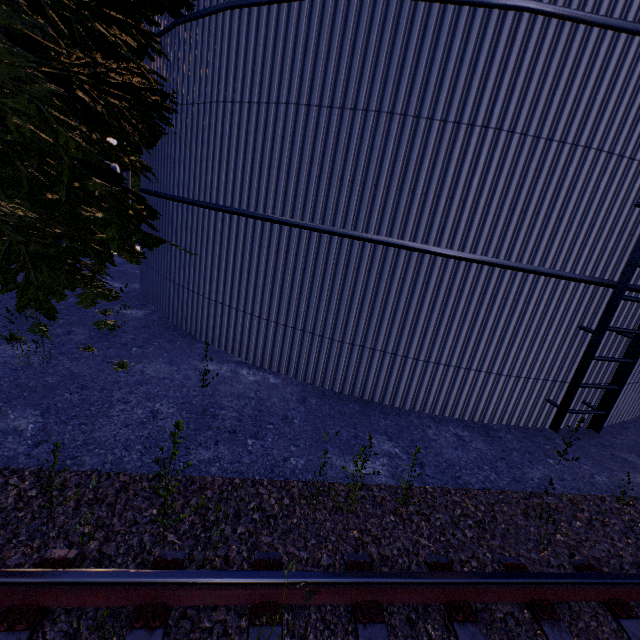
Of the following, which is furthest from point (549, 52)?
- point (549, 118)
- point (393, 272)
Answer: point (393, 272)
